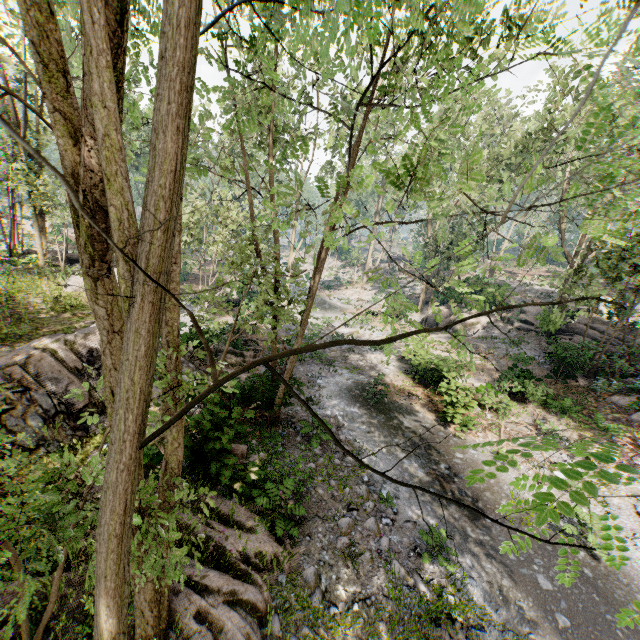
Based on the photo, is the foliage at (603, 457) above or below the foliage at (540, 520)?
above

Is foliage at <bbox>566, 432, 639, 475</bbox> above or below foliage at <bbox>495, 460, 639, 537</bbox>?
above

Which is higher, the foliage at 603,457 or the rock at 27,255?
the foliage at 603,457

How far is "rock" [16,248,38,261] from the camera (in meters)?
19.44

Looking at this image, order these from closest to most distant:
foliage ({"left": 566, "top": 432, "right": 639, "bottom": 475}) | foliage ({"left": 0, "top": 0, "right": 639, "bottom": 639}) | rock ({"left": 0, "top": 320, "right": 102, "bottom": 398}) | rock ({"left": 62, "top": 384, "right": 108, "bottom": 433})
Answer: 1. foliage ({"left": 0, "top": 0, "right": 639, "bottom": 639})
2. foliage ({"left": 566, "top": 432, "right": 639, "bottom": 475})
3. rock ({"left": 0, "top": 320, "right": 102, "bottom": 398})
4. rock ({"left": 62, "top": 384, "right": 108, "bottom": 433})

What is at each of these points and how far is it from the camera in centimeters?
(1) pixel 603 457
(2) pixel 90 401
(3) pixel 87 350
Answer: (1) foliage, 183cm
(2) rock, 952cm
(3) rock, 956cm

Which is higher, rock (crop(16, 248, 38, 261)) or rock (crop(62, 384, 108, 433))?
rock (crop(16, 248, 38, 261))
